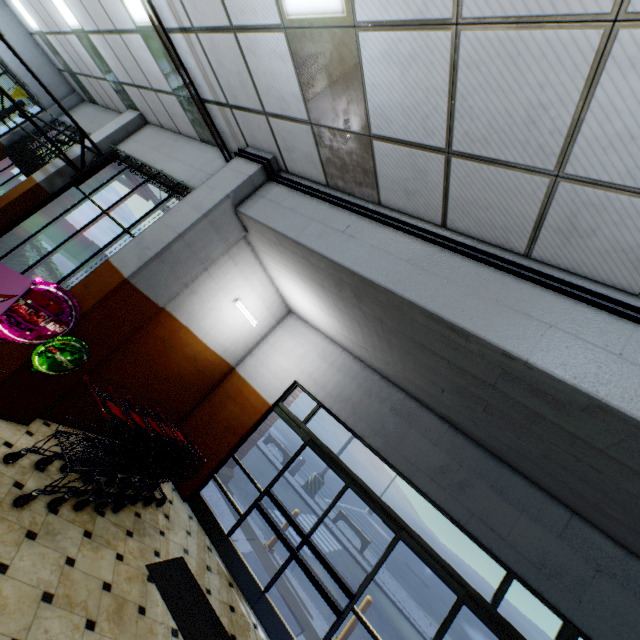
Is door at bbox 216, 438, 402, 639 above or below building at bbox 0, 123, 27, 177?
below

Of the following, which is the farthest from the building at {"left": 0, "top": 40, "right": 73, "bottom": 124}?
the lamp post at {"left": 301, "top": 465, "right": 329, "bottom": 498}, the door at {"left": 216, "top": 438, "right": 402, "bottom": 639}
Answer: the lamp post at {"left": 301, "top": 465, "right": 329, "bottom": 498}

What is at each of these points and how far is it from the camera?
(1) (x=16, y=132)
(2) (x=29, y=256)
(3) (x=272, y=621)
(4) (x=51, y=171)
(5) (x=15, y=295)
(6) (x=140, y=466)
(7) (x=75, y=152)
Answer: (1) building, 9.8m
(2) hedge, 6.4m
(3) door, 4.6m
(4) building, 7.1m
(5) sign, 3.1m
(6) shopping cart, 4.5m
(7) building, 7.3m

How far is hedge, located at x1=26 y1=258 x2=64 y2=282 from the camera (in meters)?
5.77

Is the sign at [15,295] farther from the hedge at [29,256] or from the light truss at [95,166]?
the light truss at [95,166]

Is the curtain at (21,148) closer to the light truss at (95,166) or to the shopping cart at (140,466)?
the light truss at (95,166)

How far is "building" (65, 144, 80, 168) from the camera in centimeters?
718cm

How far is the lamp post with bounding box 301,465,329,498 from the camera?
15.3m
